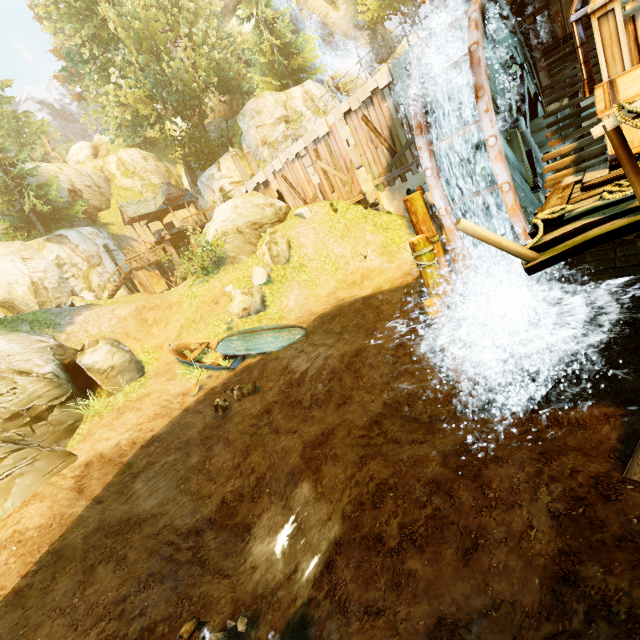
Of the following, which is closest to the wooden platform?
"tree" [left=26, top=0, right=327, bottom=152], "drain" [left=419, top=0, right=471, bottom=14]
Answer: "drain" [left=419, top=0, right=471, bottom=14]

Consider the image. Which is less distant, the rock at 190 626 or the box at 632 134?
the box at 632 134

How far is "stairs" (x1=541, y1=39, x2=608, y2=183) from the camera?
5.5 meters

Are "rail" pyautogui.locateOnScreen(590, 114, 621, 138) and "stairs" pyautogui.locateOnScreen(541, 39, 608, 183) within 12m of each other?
yes

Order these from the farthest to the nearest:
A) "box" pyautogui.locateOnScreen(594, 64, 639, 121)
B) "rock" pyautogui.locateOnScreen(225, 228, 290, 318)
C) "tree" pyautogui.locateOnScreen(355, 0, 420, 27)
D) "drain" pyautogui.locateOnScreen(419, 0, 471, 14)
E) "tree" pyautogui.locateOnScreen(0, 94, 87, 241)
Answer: "tree" pyautogui.locateOnScreen(355, 0, 420, 27)
"tree" pyautogui.locateOnScreen(0, 94, 87, 241)
"rock" pyautogui.locateOnScreen(225, 228, 290, 318)
"drain" pyautogui.locateOnScreen(419, 0, 471, 14)
"box" pyautogui.locateOnScreen(594, 64, 639, 121)

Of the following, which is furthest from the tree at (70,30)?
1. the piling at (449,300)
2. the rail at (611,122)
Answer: the piling at (449,300)

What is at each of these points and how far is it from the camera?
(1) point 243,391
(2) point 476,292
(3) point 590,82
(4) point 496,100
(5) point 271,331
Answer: (1) rock, 11.3m
(2) piling, 11.0m
(3) drain pipe, 5.4m
(4) water wheel, 6.0m
(5) boat, 13.3m

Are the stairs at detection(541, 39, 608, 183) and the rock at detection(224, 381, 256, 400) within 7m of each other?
no
